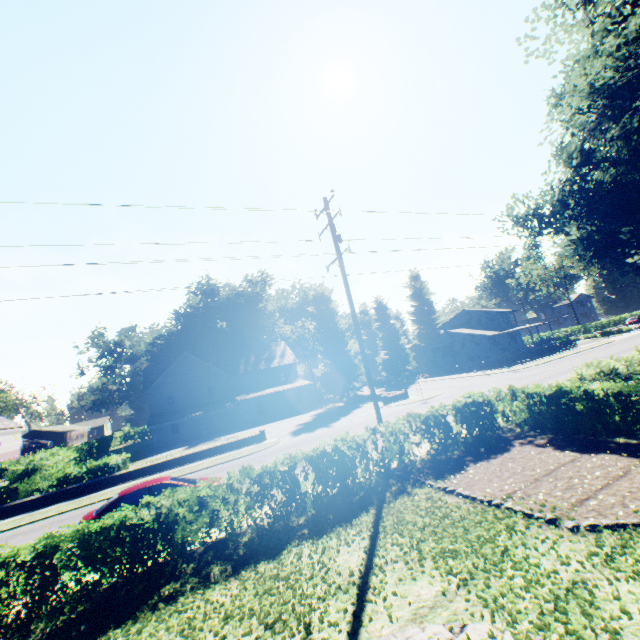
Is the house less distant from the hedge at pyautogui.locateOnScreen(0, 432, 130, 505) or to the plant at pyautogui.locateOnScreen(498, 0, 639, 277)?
the plant at pyautogui.locateOnScreen(498, 0, 639, 277)

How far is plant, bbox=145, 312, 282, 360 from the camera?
54.25m

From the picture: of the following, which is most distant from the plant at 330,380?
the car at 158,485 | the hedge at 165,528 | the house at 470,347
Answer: the car at 158,485

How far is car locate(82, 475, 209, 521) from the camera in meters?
10.8

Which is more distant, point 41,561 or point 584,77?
point 584,77

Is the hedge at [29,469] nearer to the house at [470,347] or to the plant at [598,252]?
the plant at [598,252]

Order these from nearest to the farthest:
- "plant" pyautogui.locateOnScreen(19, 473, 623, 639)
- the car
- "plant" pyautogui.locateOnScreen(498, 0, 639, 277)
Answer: "plant" pyautogui.locateOnScreen(19, 473, 623, 639)
the car
"plant" pyautogui.locateOnScreen(498, 0, 639, 277)
